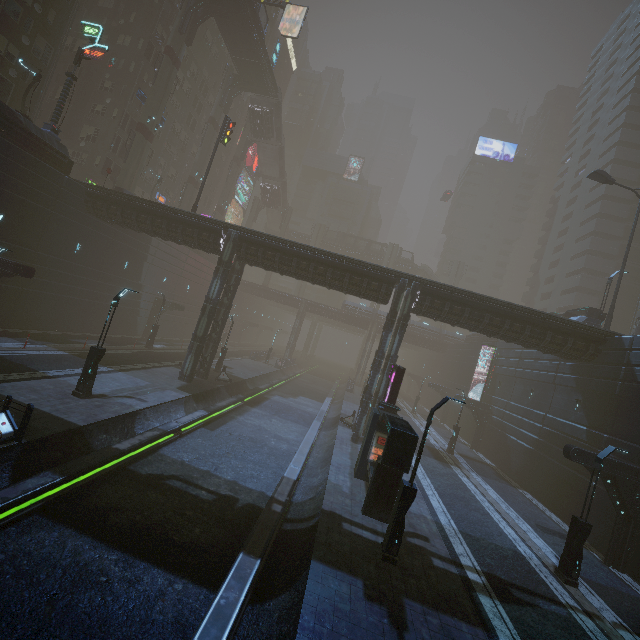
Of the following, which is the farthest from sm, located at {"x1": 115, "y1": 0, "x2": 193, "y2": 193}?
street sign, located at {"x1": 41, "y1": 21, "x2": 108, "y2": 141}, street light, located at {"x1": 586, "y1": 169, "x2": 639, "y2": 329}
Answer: street light, located at {"x1": 586, "y1": 169, "x2": 639, "y2": 329}

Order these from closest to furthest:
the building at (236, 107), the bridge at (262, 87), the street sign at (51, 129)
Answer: the street sign at (51, 129)
the bridge at (262, 87)
the building at (236, 107)

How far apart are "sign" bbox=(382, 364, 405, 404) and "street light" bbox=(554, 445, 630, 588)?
8.39m

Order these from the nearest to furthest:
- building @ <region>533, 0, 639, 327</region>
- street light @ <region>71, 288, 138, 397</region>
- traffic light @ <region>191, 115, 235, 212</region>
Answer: street light @ <region>71, 288, 138, 397</region> → traffic light @ <region>191, 115, 235, 212</region> → building @ <region>533, 0, 639, 327</region>

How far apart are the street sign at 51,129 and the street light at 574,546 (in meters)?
37.17

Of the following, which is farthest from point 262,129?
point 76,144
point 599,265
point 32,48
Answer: point 599,265

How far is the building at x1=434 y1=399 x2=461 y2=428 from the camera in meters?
42.1

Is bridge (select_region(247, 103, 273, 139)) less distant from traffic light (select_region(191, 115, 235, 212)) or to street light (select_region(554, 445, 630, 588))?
traffic light (select_region(191, 115, 235, 212))
